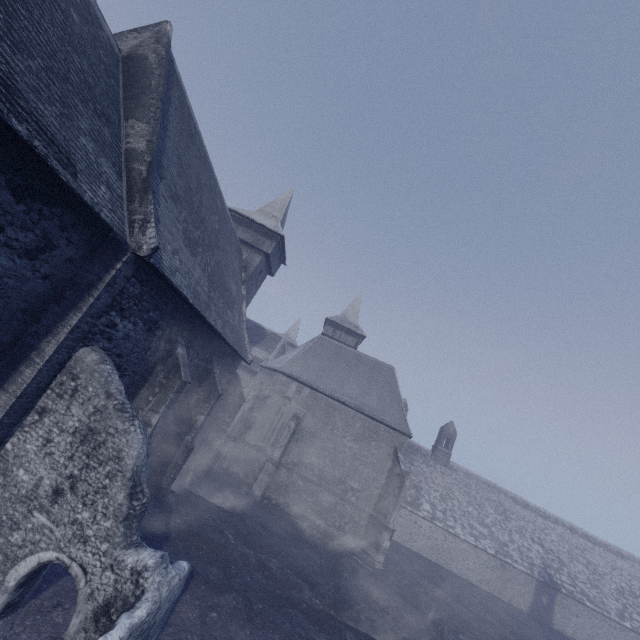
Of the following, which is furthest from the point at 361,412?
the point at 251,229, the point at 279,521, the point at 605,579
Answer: the point at 605,579
